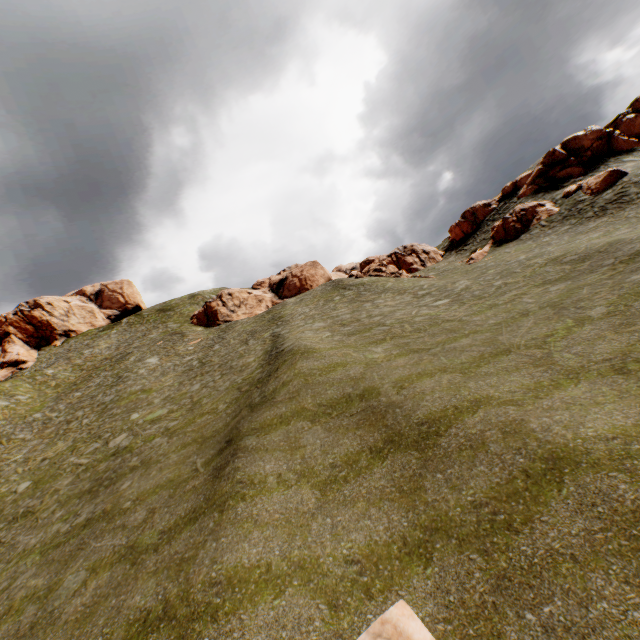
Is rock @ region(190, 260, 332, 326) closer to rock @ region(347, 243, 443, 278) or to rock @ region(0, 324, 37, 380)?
rock @ region(347, 243, 443, 278)

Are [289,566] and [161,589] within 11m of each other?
yes

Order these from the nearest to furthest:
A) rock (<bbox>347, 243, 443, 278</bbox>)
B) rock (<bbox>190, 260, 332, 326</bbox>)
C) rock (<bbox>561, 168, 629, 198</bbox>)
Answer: rock (<bbox>561, 168, 629, 198</bbox>) → rock (<bbox>347, 243, 443, 278</bbox>) → rock (<bbox>190, 260, 332, 326</bbox>)

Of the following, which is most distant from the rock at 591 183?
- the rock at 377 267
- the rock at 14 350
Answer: the rock at 14 350

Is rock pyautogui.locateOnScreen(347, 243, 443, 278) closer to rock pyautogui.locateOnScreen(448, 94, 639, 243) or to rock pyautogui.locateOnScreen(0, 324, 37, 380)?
rock pyautogui.locateOnScreen(448, 94, 639, 243)

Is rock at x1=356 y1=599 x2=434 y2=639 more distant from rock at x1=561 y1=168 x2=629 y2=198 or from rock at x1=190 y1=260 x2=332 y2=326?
rock at x1=190 y1=260 x2=332 y2=326

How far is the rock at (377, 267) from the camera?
41.5m

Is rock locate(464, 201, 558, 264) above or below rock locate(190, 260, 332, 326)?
below
